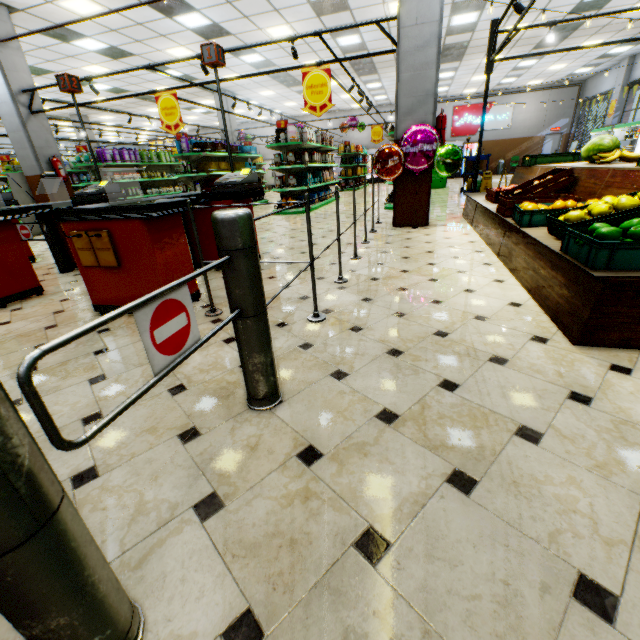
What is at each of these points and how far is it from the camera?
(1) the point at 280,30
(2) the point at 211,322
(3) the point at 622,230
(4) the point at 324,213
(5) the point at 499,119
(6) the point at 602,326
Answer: (1) building, 9.5 meters
(2) building, 2.8 meters
(3) apples, 2.1 meters
(4) building, 9.4 meters
(5) sign, 21.2 meters
(6) wooden stand, 2.0 meters

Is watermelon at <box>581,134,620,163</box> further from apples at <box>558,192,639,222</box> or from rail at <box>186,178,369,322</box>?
rail at <box>186,178,369,322</box>

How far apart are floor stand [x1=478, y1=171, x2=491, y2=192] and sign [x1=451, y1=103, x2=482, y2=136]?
15.04m

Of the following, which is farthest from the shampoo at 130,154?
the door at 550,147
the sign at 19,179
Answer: the door at 550,147

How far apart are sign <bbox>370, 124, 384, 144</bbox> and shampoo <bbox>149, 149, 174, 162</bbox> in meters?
9.3 m

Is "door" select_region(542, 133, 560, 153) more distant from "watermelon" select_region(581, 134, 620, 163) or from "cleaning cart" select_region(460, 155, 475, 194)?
"watermelon" select_region(581, 134, 620, 163)

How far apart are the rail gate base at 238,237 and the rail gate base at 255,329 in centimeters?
32cm

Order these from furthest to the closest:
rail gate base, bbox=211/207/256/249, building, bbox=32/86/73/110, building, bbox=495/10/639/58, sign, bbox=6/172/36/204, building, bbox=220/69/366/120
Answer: building, bbox=220/69/366/120
building, bbox=495/10/639/58
sign, bbox=6/172/36/204
building, bbox=32/86/73/110
rail gate base, bbox=211/207/256/249
